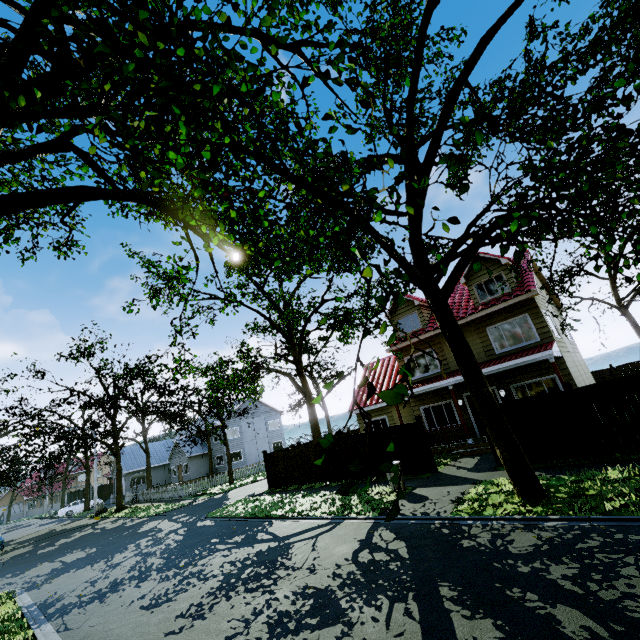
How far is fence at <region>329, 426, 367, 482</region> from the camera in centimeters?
1544cm

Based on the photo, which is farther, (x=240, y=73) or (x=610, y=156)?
(x=240, y=73)

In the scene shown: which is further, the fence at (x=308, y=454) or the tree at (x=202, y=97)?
the fence at (x=308, y=454)

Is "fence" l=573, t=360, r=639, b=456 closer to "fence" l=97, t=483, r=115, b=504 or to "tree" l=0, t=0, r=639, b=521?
"fence" l=97, t=483, r=115, b=504

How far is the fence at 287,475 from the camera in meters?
18.7

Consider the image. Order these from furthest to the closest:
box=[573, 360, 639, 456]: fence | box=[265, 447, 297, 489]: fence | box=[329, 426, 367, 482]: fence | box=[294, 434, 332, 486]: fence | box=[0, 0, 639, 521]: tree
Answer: box=[265, 447, 297, 489]: fence, box=[294, 434, 332, 486]: fence, box=[329, 426, 367, 482]: fence, box=[573, 360, 639, 456]: fence, box=[0, 0, 639, 521]: tree
